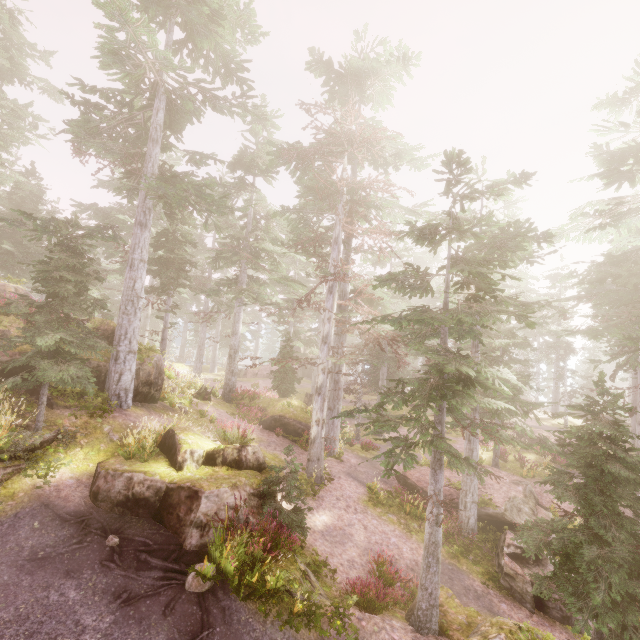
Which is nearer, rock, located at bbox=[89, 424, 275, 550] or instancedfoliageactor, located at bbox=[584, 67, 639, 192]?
rock, located at bbox=[89, 424, 275, 550]

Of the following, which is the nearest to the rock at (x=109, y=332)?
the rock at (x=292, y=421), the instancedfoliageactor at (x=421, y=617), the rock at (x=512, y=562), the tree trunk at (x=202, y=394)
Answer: the instancedfoliageactor at (x=421, y=617)

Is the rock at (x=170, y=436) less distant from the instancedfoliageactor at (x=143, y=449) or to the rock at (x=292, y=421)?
the instancedfoliageactor at (x=143, y=449)

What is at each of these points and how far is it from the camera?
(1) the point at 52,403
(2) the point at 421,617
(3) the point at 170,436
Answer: (1) rock, 10.9 meters
(2) instancedfoliageactor, 7.5 meters
(3) rock, 10.5 meters

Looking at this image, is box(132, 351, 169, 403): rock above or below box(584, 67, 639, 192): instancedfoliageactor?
below

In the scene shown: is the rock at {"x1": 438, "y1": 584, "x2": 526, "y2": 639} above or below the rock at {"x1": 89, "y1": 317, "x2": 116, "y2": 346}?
below

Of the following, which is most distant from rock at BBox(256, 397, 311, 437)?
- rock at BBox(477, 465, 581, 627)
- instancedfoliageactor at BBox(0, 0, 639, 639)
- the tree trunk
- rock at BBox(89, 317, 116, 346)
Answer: rock at BBox(89, 317, 116, 346)
